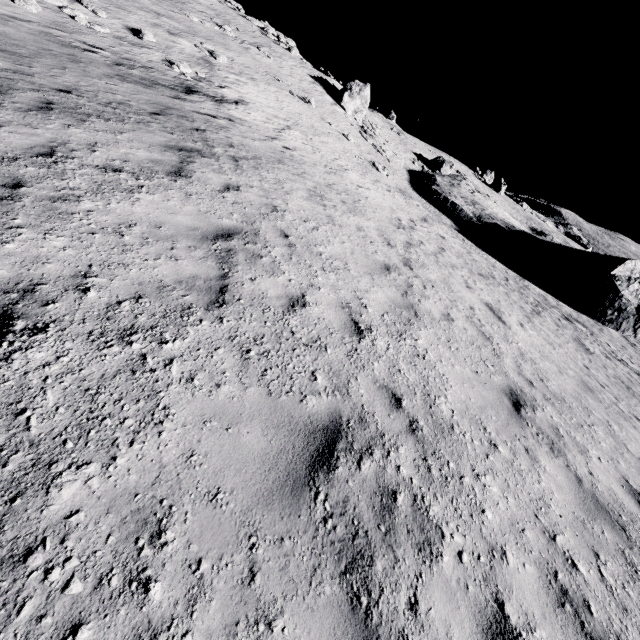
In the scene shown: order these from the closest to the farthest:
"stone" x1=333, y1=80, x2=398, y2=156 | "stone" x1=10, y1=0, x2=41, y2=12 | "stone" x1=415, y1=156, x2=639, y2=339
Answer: "stone" x1=10, y1=0, x2=41, y2=12 → "stone" x1=415, y1=156, x2=639, y2=339 → "stone" x1=333, y1=80, x2=398, y2=156

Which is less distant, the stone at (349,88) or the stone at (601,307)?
the stone at (601,307)

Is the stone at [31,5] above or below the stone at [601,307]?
above

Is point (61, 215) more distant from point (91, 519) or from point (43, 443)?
point (91, 519)

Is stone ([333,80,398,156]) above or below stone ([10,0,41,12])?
above

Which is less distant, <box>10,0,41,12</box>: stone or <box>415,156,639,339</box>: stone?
<box>10,0,41,12</box>: stone

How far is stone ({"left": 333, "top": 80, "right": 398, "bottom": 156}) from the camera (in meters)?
31.59
